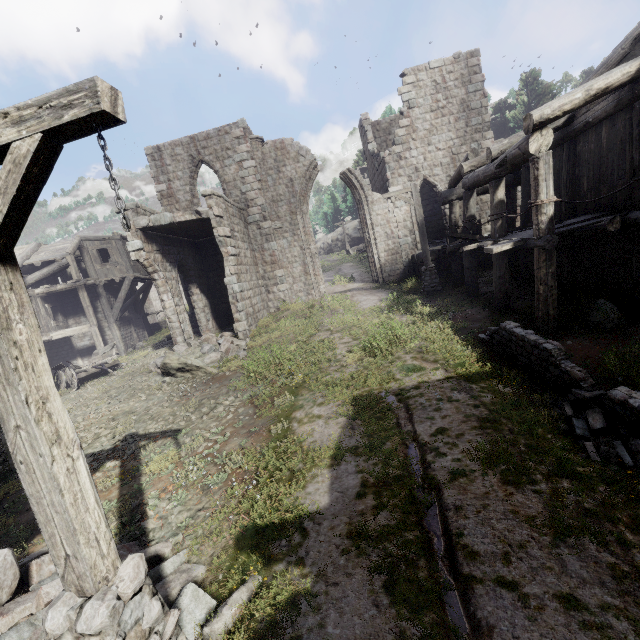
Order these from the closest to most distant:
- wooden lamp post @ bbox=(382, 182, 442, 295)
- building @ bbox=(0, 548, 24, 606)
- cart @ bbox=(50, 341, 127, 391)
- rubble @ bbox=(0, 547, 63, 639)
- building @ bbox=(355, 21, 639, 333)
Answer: rubble @ bbox=(0, 547, 63, 639) → building @ bbox=(0, 548, 24, 606) → building @ bbox=(355, 21, 639, 333) → wooden lamp post @ bbox=(382, 182, 442, 295) → cart @ bbox=(50, 341, 127, 391)

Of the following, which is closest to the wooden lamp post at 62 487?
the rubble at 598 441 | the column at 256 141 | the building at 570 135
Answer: the building at 570 135

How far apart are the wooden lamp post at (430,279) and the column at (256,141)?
6.7 meters

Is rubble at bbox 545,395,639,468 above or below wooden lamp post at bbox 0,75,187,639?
below

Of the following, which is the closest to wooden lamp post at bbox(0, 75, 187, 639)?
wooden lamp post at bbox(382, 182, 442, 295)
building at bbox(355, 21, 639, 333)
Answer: building at bbox(355, 21, 639, 333)

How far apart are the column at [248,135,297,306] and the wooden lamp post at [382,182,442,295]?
6.7m

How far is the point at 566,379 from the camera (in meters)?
5.26

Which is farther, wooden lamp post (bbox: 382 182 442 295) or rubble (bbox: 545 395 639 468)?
wooden lamp post (bbox: 382 182 442 295)
